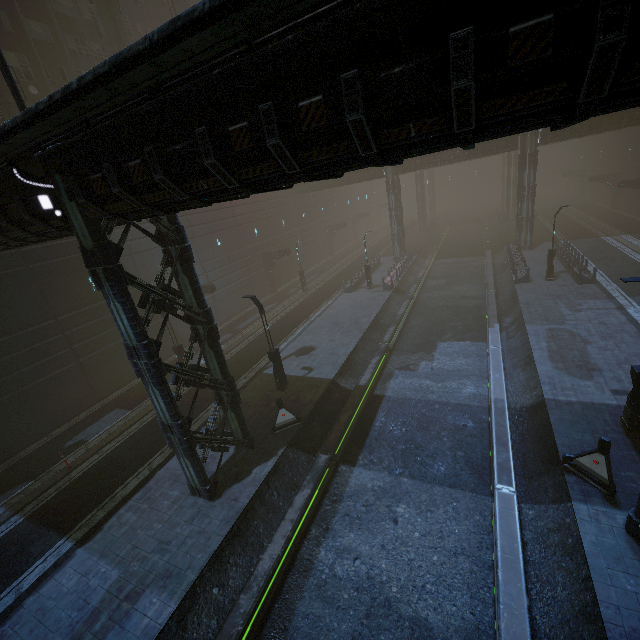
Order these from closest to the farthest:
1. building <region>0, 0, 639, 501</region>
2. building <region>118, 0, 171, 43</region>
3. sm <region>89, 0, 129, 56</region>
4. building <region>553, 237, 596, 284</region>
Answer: building <region>0, 0, 639, 501</region> → building <region>553, 237, 596, 284</region> → sm <region>89, 0, 129, 56</region> → building <region>118, 0, 171, 43</region>

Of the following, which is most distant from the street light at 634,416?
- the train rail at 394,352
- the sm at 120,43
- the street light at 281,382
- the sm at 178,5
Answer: the sm at 178,5

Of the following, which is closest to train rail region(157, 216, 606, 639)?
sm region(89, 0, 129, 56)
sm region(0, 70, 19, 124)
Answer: sm region(0, 70, 19, 124)

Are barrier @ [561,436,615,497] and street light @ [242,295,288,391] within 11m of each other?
no

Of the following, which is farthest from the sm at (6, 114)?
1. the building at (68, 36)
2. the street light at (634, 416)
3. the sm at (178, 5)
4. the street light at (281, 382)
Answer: the street light at (634, 416)

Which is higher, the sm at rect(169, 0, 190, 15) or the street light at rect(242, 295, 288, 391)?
the sm at rect(169, 0, 190, 15)

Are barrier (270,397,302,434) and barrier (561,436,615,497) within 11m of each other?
yes

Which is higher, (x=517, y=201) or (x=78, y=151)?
(x=78, y=151)
